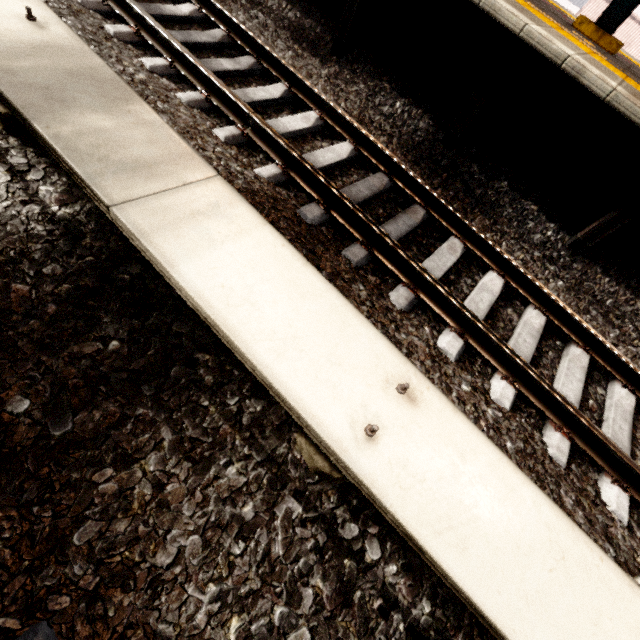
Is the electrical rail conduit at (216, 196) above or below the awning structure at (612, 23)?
below

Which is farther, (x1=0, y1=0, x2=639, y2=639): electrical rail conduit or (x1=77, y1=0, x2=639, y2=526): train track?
(x1=77, y1=0, x2=639, y2=526): train track

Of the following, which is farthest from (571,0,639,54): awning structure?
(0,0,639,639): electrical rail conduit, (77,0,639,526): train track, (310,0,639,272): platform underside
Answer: (0,0,639,639): electrical rail conduit

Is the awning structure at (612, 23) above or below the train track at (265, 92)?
above

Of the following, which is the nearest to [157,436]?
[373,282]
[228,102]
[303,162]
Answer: [373,282]

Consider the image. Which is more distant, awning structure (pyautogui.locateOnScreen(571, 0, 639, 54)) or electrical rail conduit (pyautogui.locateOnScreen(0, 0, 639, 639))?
awning structure (pyautogui.locateOnScreen(571, 0, 639, 54))

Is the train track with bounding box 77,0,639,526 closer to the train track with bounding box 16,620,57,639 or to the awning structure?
the train track with bounding box 16,620,57,639

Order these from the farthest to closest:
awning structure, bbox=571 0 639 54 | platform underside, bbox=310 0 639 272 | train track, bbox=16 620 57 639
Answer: awning structure, bbox=571 0 639 54 → platform underside, bbox=310 0 639 272 → train track, bbox=16 620 57 639
